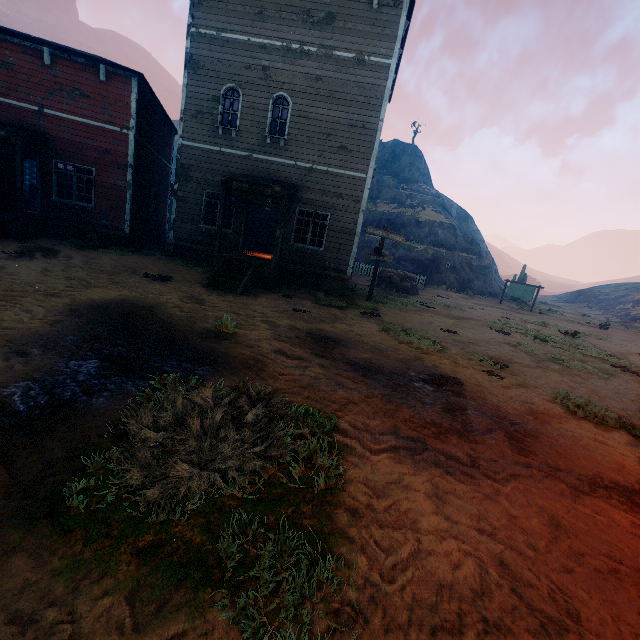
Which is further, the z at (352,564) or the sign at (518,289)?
the sign at (518,289)

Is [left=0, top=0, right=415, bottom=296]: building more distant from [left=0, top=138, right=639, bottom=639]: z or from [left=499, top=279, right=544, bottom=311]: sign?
[left=499, top=279, right=544, bottom=311]: sign

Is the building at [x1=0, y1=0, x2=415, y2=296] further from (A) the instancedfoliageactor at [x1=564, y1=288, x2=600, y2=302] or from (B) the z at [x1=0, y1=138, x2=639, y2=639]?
(A) the instancedfoliageactor at [x1=564, y1=288, x2=600, y2=302]

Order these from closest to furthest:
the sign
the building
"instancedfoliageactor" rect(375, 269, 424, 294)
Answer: the building < "instancedfoliageactor" rect(375, 269, 424, 294) < the sign

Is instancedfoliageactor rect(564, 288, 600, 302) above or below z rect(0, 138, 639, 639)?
above

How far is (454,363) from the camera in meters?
7.7

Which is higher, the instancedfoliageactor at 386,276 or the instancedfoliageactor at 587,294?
the instancedfoliageactor at 587,294

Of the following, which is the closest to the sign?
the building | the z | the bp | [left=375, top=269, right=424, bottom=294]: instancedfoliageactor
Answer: the z
